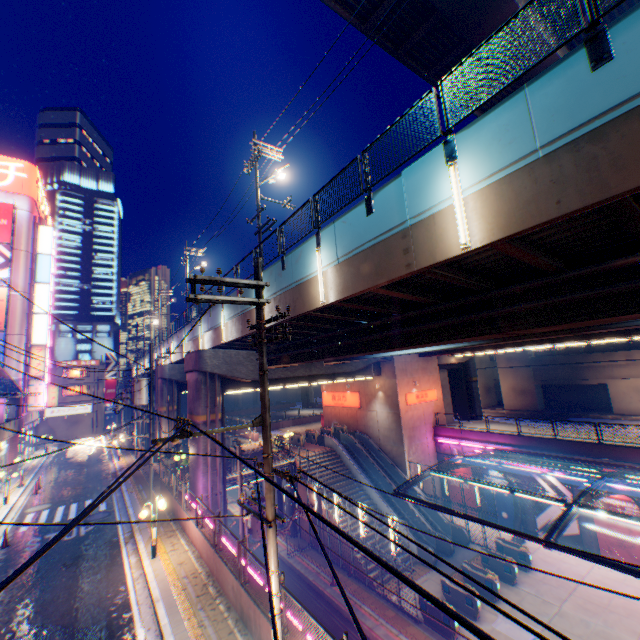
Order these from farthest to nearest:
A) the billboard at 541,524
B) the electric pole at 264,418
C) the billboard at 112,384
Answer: the billboard at 112,384 < the billboard at 541,524 < the electric pole at 264,418

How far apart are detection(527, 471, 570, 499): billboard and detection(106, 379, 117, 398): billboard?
62.5m

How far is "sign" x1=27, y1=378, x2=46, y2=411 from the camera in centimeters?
3350cm

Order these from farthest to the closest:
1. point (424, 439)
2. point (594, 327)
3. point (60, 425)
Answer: point (60, 425) → point (424, 439) → point (594, 327)

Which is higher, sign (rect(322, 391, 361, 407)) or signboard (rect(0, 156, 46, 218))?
signboard (rect(0, 156, 46, 218))

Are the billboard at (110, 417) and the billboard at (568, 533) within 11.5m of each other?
no

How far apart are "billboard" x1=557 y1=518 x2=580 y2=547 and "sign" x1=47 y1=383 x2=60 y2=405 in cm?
5597

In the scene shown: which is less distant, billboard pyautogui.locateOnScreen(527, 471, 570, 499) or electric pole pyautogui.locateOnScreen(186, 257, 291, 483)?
electric pole pyautogui.locateOnScreen(186, 257, 291, 483)
